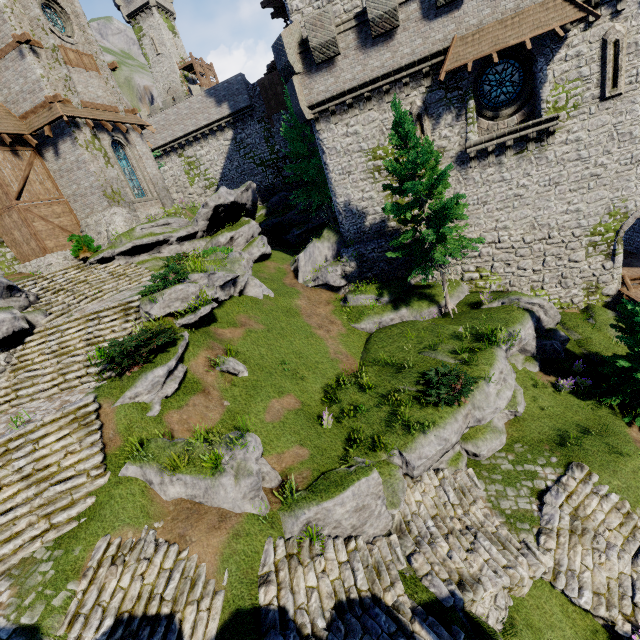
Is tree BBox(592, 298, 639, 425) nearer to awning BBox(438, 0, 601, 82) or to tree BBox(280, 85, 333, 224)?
tree BBox(280, 85, 333, 224)

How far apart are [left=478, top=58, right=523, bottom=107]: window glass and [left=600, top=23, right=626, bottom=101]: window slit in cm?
282

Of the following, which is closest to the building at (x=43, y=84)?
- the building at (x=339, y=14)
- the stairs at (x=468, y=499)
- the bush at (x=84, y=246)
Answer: the bush at (x=84, y=246)

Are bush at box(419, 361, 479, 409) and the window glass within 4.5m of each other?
no

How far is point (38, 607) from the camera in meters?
6.4 m

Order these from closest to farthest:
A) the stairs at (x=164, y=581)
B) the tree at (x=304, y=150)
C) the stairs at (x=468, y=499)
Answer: the stairs at (x=164, y=581) < the stairs at (x=468, y=499) < the tree at (x=304, y=150)

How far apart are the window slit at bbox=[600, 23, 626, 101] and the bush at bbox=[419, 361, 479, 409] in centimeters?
1463cm

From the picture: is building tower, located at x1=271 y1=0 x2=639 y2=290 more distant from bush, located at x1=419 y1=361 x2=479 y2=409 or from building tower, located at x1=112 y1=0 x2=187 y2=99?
building tower, located at x1=112 y1=0 x2=187 y2=99
